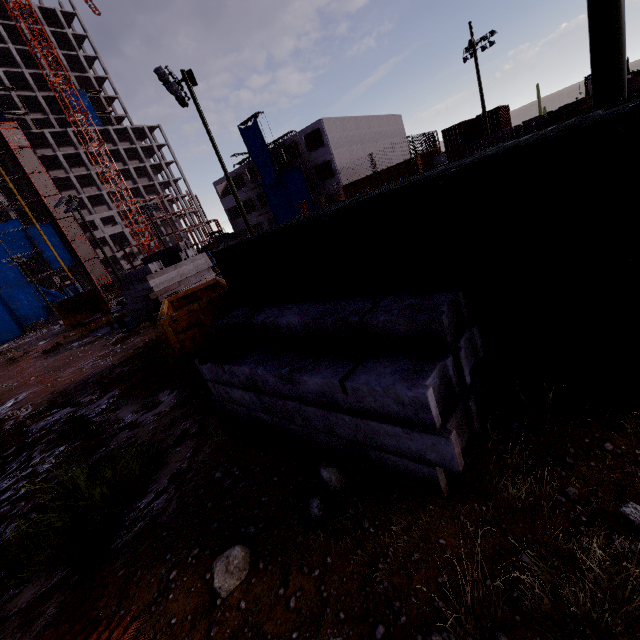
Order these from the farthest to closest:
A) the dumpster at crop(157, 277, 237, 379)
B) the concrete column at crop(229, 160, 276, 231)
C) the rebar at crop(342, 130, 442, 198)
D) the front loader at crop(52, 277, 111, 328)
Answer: the concrete column at crop(229, 160, 276, 231) → the rebar at crop(342, 130, 442, 198) → the front loader at crop(52, 277, 111, 328) → the dumpster at crop(157, 277, 237, 379)

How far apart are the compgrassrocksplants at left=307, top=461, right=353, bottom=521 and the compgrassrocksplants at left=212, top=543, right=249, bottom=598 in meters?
0.6

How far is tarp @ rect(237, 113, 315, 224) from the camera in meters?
43.6

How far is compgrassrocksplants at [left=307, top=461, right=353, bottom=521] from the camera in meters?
3.1 m

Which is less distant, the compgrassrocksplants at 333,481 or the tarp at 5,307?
the compgrassrocksplants at 333,481

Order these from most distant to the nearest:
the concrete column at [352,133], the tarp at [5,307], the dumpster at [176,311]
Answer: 1. the tarp at [5,307]
2. the concrete column at [352,133]
3. the dumpster at [176,311]

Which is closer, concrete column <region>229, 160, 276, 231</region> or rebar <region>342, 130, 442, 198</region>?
rebar <region>342, 130, 442, 198</region>

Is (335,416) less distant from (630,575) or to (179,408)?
(630,575)
